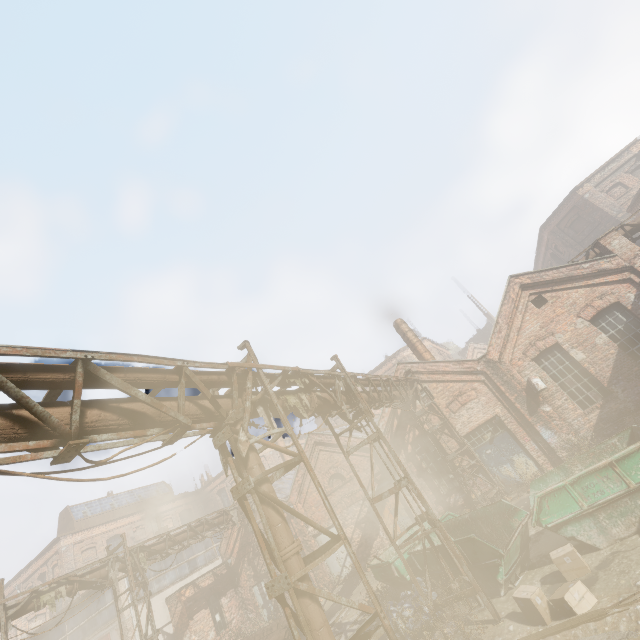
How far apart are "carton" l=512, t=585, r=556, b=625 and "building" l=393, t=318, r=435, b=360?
12.3m

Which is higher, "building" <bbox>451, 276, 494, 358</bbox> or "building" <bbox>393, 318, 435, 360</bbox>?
"building" <bbox>451, 276, 494, 358</bbox>

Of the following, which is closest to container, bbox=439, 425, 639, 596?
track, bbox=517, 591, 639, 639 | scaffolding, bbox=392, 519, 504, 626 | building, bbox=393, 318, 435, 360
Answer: scaffolding, bbox=392, 519, 504, 626

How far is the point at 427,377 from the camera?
16.4m

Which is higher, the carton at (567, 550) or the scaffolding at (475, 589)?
the scaffolding at (475, 589)

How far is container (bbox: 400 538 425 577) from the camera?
9.7m

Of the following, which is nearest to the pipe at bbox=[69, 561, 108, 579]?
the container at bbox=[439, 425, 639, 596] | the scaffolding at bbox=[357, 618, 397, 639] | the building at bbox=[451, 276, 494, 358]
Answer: the scaffolding at bbox=[357, 618, 397, 639]

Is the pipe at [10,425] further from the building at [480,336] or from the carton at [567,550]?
the building at [480,336]
